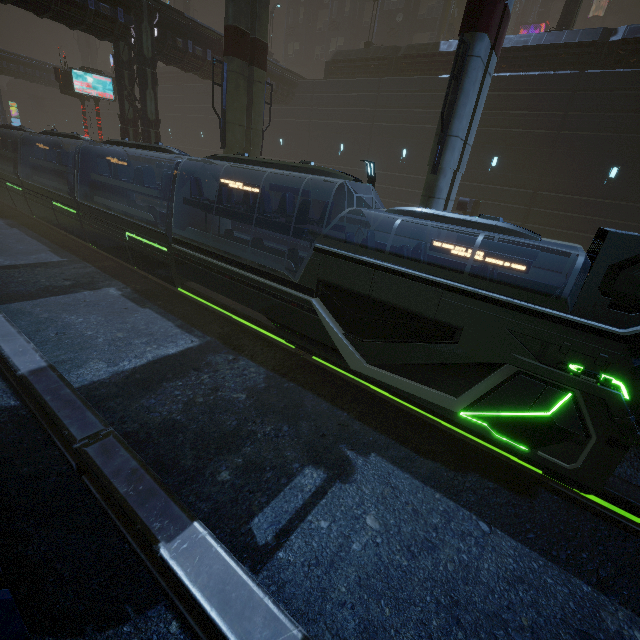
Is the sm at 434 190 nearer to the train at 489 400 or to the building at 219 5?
the building at 219 5

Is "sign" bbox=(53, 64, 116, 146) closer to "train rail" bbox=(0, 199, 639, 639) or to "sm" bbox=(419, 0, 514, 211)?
"train rail" bbox=(0, 199, 639, 639)

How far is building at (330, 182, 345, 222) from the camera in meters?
26.8

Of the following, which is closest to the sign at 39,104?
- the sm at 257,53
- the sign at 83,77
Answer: the sm at 257,53

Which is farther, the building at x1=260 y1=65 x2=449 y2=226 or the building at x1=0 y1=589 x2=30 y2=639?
the building at x1=260 y1=65 x2=449 y2=226

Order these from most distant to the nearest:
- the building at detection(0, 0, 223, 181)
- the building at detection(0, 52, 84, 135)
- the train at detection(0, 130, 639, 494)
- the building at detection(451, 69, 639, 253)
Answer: the building at detection(0, 52, 84, 135) < the building at detection(451, 69, 639, 253) < the building at detection(0, 0, 223, 181) < the train at detection(0, 130, 639, 494)

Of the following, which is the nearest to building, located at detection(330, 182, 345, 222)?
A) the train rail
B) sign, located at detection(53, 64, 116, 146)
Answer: the train rail

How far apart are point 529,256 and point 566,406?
3.5 meters
